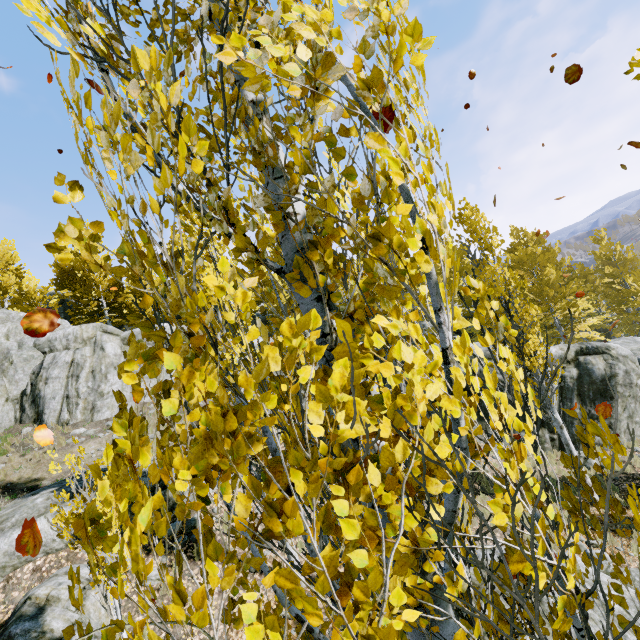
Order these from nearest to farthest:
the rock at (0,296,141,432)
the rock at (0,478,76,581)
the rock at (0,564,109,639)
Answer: the rock at (0,564,109,639)
the rock at (0,478,76,581)
the rock at (0,296,141,432)

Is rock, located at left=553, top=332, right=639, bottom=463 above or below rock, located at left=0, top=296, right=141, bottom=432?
below

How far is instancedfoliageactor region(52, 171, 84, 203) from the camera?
1.28m

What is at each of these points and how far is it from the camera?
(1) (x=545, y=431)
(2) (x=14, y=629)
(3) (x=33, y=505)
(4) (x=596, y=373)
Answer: (1) rock, 15.1m
(2) rock, 6.2m
(3) rock, 8.7m
(4) rock, 15.1m

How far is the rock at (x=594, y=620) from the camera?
5.4 meters

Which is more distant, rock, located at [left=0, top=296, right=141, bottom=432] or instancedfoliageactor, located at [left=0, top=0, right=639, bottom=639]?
rock, located at [left=0, top=296, right=141, bottom=432]

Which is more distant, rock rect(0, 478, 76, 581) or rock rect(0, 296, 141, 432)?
rock rect(0, 296, 141, 432)
